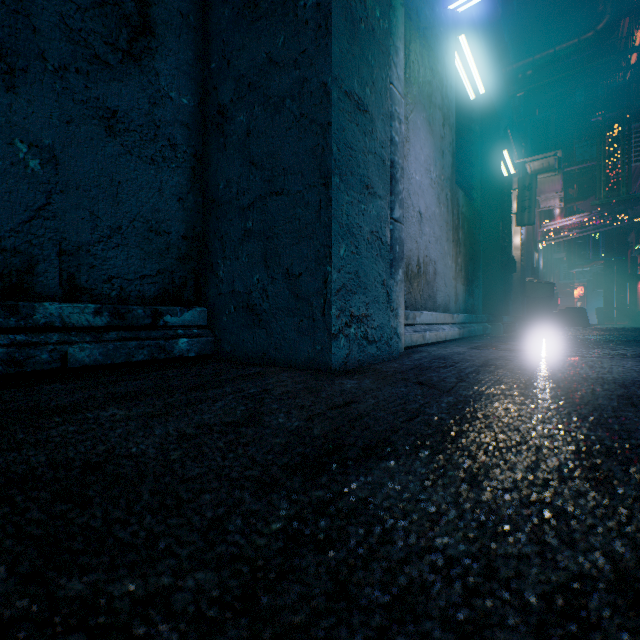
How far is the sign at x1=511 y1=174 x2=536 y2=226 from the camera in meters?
5.3

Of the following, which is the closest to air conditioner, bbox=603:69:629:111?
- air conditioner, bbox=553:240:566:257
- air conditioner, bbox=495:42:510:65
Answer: air conditioner, bbox=495:42:510:65

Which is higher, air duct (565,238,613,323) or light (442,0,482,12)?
light (442,0,482,12)

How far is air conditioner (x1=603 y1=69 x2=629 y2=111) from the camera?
7.5 meters

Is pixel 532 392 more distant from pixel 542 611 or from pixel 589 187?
pixel 589 187

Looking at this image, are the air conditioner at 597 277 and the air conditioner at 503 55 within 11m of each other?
yes

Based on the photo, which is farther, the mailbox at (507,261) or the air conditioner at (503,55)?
the air conditioner at (503,55)

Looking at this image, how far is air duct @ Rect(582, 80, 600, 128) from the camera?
8.94m
